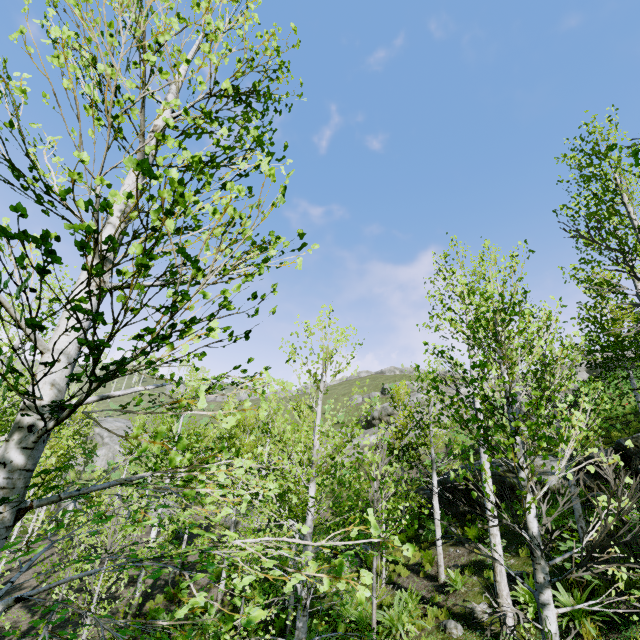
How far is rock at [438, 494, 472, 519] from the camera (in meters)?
13.68

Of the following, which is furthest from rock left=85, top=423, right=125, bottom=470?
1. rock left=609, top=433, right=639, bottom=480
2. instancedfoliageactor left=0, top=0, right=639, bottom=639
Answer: instancedfoliageactor left=0, top=0, right=639, bottom=639

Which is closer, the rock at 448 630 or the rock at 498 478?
the rock at 448 630

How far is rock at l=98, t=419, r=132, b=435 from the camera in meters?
54.1 m

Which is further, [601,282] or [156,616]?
[156,616]

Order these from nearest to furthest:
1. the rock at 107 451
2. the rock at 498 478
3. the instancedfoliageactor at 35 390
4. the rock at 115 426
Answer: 1. the instancedfoliageactor at 35 390
2. the rock at 498 478
3. the rock at 107 451
4. the rock at 115 426
